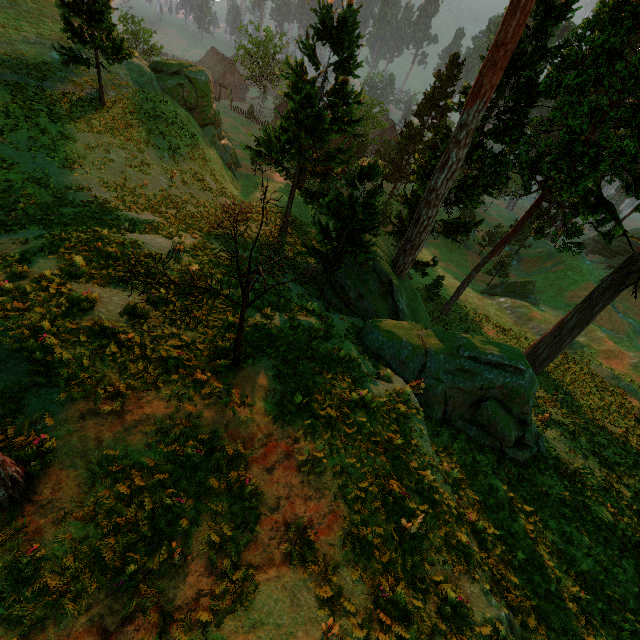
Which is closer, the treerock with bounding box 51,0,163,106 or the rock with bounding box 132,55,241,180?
the treerock with bounding box 51,0,163,106

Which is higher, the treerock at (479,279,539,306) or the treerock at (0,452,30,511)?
the treerock at (0,452,30,511)

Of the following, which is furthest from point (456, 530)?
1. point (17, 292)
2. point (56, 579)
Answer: point (17, 292)

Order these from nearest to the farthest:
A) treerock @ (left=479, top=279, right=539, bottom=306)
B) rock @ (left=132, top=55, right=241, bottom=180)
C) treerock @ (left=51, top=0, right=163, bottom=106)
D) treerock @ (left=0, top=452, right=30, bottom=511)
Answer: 1. treerock @ (left=0, top=452, right=30, bottom=511)
2. treerock @ (left=51, top=0, right=163, bottom=106)
3. rock @ (left=132, top=55, right=241, bottom=180)
4. treerock @ (left=479, top=279, right=539, bottom=306)

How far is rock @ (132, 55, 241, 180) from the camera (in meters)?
31.55

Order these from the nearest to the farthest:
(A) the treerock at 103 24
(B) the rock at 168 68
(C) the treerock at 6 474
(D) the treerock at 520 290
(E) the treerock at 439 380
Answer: (C) the treerock at 6 474, (E) the treerock at 439 380, (A) the treerock at 103 24, (B) the rock at 168 68, (D) the treerock at 520 290

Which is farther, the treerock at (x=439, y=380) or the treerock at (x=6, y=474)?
the treerock at (x=439, y=380)
